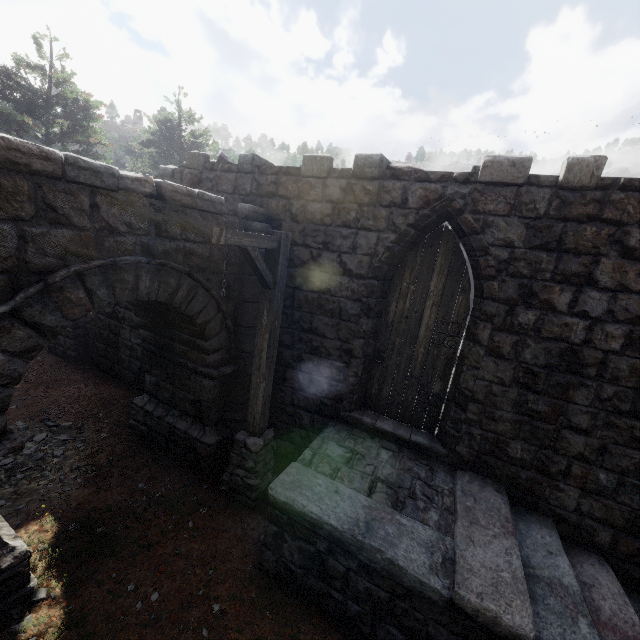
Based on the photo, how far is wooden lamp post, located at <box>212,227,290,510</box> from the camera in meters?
4.4 m

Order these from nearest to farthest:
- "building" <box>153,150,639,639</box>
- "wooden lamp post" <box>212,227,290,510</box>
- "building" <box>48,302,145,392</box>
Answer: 1. "building" <box>153,150,639,639</box>
2. "wooden lamp post" <box>212,227,290,510</box>
3. "building" <box>48,302,145,392</box>

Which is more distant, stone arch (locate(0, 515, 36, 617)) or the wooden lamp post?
the wooden lamp post

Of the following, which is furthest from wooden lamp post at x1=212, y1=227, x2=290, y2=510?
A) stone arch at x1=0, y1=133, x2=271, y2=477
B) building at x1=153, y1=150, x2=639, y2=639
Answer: building at x1=153, y1=150, x2=639, y2=639

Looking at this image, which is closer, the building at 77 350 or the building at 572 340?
the building at 572 340

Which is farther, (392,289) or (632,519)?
(392,289)

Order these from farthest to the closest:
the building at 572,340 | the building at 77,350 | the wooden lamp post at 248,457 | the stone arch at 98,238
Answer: the building at 77,350 → the wooden lamp post at 248,457 → the building at 572,340 → the stone arch at 98,238
